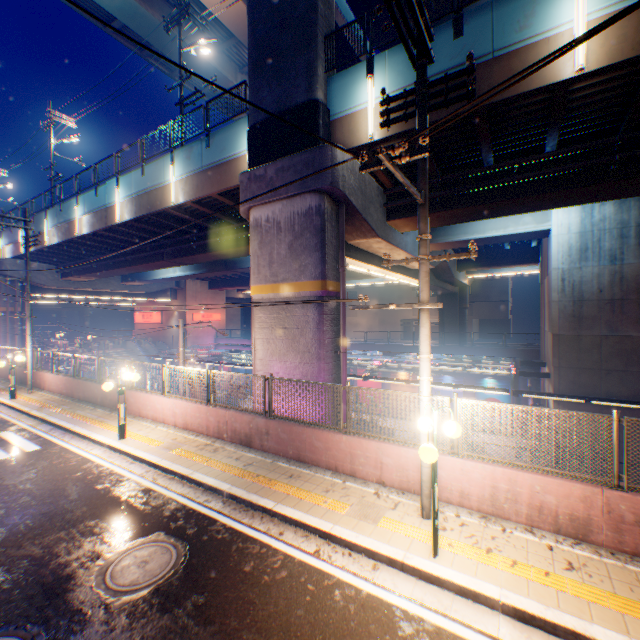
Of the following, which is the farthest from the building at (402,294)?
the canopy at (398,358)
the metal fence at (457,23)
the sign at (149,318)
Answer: the sign at (149,318)

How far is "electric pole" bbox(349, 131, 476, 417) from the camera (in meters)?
4.50

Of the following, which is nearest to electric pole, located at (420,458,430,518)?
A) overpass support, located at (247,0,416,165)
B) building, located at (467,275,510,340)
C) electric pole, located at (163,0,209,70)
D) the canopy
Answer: overpass support, located at (247,0,416,165)

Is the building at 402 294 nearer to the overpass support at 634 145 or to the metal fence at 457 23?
the overpass support at 634 145

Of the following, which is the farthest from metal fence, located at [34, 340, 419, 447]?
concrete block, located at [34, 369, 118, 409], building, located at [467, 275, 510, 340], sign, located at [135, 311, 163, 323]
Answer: building, located at [467, 275, 510, 340]

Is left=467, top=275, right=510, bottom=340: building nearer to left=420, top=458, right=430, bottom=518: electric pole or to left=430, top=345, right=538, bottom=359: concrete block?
left=430, top=345, right=538, bottom=359: concrete block

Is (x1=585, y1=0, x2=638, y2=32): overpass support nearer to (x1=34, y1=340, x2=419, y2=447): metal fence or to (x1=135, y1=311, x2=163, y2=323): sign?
(x1=34, y1=340, x2=419, y2=447): metal fence

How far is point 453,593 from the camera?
4.7 meters
